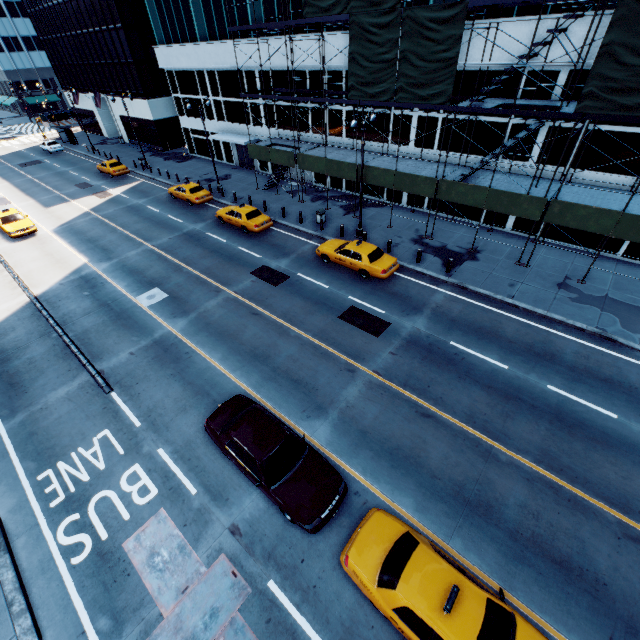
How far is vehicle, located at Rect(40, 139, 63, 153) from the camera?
46.56m

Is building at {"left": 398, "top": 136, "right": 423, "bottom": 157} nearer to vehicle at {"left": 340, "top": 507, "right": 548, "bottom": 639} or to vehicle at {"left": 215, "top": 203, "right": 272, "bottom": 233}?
vehicle at {"left": 215, "top": 203, "right": 272, "bottom": 233}

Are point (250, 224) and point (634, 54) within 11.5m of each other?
no

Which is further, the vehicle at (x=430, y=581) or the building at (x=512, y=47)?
the building at (x=512, y=47)

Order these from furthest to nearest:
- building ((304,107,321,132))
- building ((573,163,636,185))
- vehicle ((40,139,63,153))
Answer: vehicle ((40,139,63,153)), building ((304,107,321,132)), building ((573,163,636,185))

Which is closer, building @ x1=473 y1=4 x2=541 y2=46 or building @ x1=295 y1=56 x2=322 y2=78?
building @ x1=473 y1=4 x2=541 y2=46

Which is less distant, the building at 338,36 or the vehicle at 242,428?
the vehicle at 242,428

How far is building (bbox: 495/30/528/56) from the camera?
16.7m
